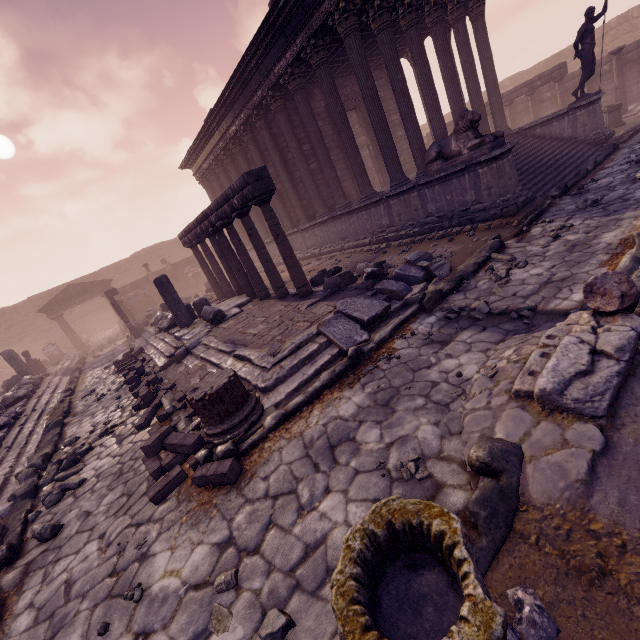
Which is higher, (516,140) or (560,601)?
(516,140)

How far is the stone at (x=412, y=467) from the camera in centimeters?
271cm

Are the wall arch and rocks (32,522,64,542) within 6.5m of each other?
no

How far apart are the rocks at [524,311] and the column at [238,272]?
7.97m

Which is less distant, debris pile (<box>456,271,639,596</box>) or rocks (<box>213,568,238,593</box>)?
debris pile (<box>456,271,639,596</box>)

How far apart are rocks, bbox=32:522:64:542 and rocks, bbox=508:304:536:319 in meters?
6.6

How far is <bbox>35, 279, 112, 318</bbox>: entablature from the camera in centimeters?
2117cm

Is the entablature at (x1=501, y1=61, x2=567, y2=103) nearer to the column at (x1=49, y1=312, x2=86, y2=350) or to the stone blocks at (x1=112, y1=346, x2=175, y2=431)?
the stone blocks at (x1=112, y1=346, x2=175, y2=431)
